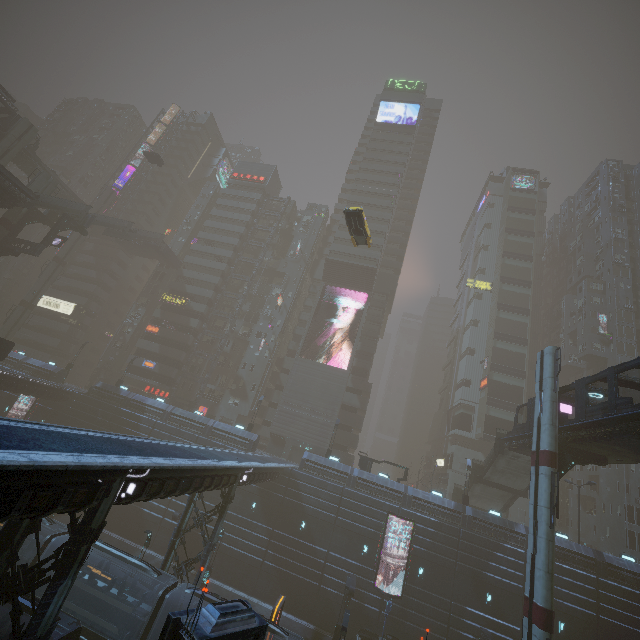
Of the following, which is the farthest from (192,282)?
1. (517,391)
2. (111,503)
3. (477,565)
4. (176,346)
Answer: (517,391)

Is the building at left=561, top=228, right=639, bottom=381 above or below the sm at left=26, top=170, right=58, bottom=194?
above

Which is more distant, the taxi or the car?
A: the car

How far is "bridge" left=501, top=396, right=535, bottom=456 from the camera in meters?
27.6 m

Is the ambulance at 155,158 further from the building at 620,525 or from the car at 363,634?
the car at 363,634

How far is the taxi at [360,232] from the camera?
25.66m

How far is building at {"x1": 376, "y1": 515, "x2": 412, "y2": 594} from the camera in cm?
3058
